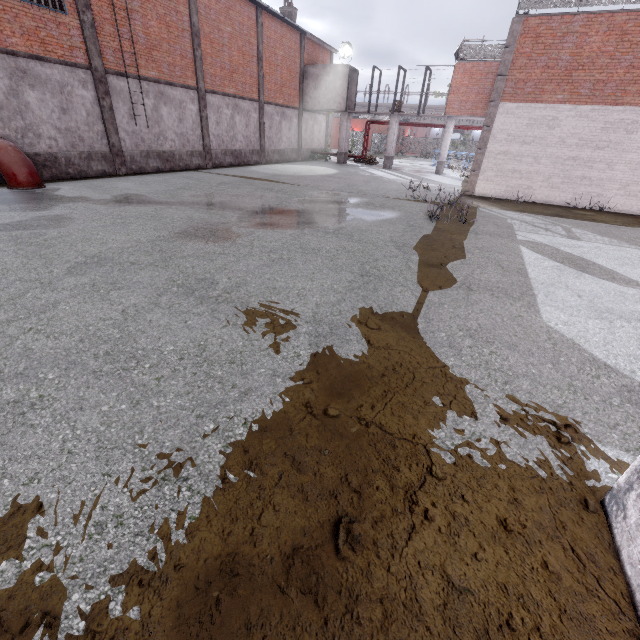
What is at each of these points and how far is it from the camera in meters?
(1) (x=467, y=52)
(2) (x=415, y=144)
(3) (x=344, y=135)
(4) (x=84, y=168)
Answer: (1) metal railing, 21.6 m
(2) fence, 59.2 m
(3) column, 27.9 m
(4) foundation, 13.8 m

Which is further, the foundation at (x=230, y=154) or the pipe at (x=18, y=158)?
the foundation at (x=230, y=154)

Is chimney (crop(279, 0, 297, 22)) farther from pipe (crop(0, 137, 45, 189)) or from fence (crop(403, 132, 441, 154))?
pipe (crop(0, 137, 45, 189))

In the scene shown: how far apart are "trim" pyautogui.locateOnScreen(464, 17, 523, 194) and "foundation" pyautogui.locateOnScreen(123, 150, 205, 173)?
15.2 meters

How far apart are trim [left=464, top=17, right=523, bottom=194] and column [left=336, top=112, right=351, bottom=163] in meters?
14.6

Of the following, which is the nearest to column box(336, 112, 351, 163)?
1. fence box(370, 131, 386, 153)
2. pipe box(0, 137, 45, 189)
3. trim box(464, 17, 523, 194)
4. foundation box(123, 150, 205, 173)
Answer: fence box(370, 131, 386, 153)

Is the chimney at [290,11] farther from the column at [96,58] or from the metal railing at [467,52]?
the column at [96,58]

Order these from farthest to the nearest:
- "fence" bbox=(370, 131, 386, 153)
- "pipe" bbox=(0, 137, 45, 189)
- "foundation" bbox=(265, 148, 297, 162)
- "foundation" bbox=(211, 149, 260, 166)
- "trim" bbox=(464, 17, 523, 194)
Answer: "fence" bbox=(370, 131, 386, 153), "foundation" bbox=(265, 148, 297, 162), "foundation" bbox=(211, 149, 260, 166), "trim" bbox=(464, 17, 523, 194), "pipe" bbox=(0, 137, 45, 189)
